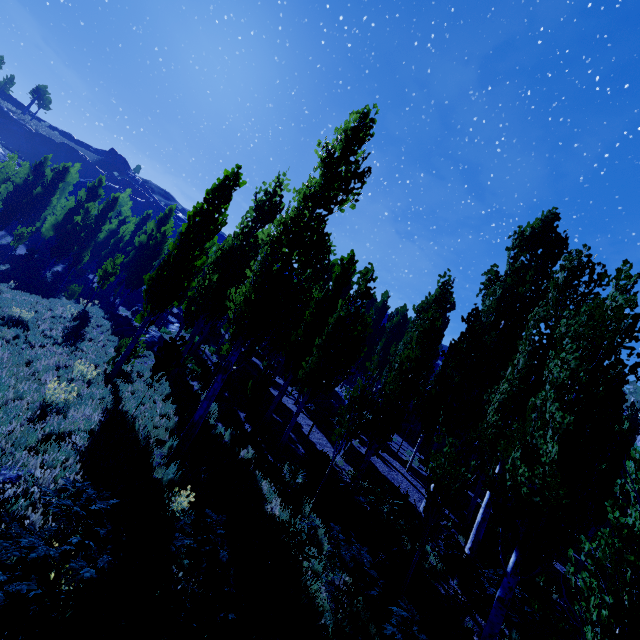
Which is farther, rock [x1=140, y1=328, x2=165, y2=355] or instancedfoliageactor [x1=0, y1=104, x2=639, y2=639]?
rock [x1=140, y1=328, x2=165, y2=355]

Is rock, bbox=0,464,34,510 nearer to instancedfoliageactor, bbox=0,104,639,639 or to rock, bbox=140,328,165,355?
instancedfoliageactor, bbox=0,104,639,639

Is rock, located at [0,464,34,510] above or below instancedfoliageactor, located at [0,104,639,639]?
below

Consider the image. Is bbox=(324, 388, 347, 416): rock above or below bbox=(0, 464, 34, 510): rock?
above

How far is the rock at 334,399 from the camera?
22.0 meters

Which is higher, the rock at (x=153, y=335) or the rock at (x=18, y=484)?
the rock at (x=153, y=335)

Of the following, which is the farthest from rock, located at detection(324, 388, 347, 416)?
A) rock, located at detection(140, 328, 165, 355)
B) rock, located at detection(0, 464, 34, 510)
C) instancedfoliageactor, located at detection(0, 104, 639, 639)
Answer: rock, located at detection(0, 464, 34, 510)

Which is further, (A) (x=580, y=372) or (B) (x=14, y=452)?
(A) (x=580, y=372)
